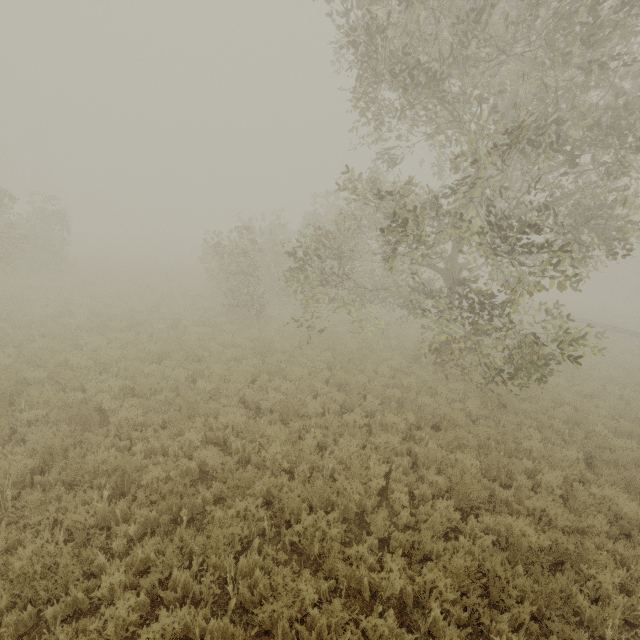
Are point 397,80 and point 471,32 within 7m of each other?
yes
